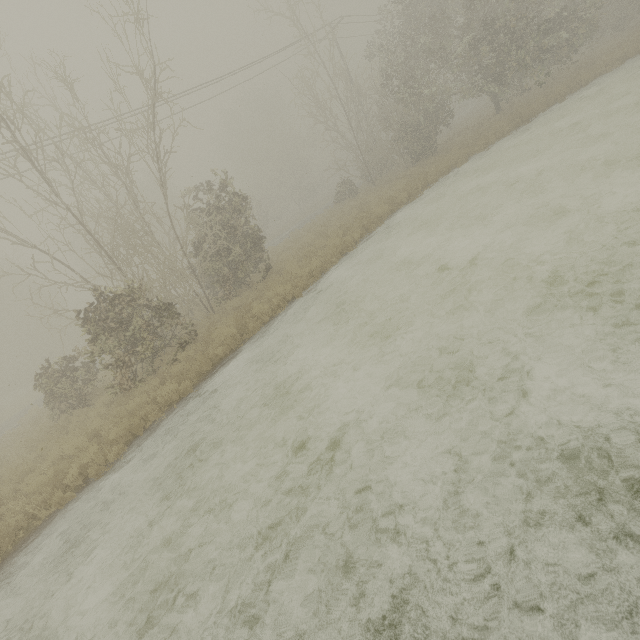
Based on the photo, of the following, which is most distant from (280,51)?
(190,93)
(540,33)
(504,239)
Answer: (504,239)
